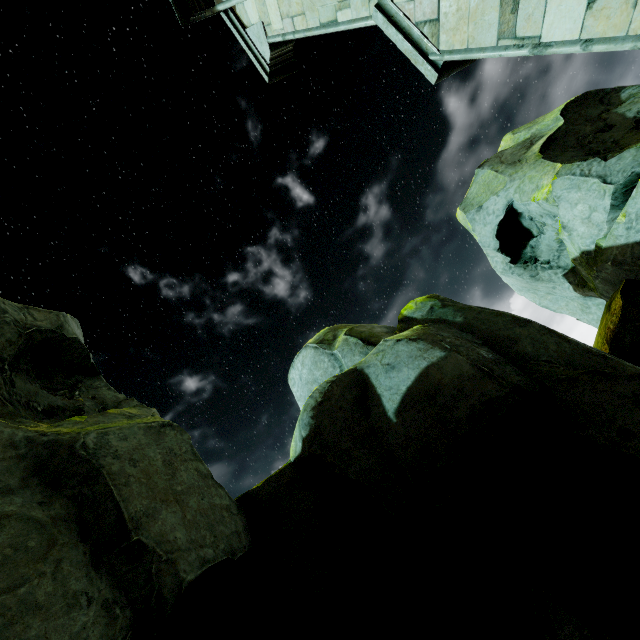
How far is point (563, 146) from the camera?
5.5 meters

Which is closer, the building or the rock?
the rock

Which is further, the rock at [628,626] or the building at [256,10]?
the building at [256,10]
